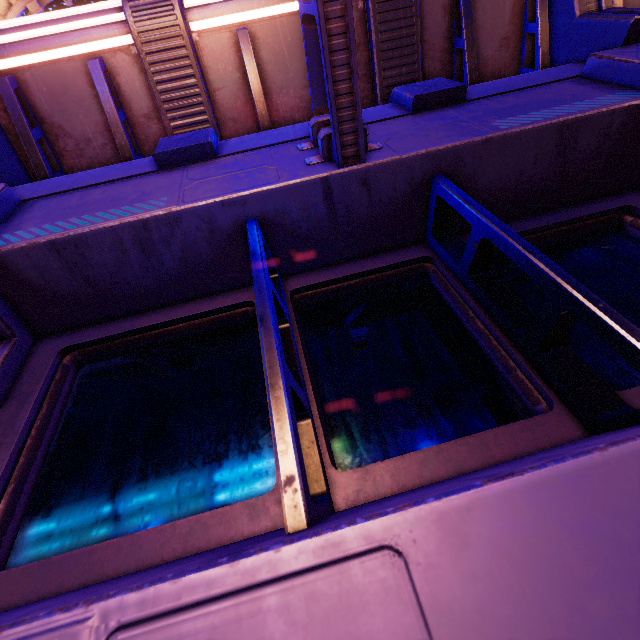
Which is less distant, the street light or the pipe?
the street light

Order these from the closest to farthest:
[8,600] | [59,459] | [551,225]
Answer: [8,600]
[59,459]
[551,225]

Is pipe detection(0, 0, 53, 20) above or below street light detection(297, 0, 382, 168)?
above

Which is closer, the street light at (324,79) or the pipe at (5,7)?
the street light at (324,79)

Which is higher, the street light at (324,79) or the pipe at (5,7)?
the pipe at (5,7)
